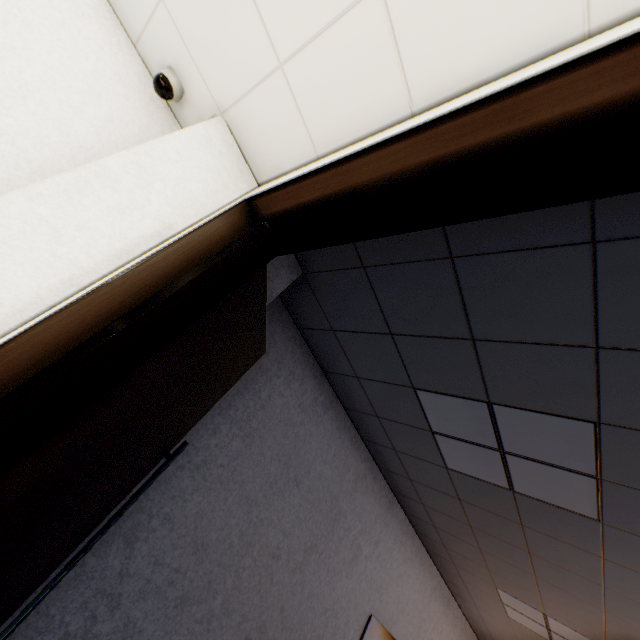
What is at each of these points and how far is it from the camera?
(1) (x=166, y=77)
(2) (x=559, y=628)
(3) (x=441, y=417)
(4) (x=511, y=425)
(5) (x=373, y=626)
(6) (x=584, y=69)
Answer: (1) security camera, 1.7m
(2) light, 3.6m
(3) light, 2.3m
(4) light, 2.0m
(5) picture, 3.6m
(6) door, 0.5m

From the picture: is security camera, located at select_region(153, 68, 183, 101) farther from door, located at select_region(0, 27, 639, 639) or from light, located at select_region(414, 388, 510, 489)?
light, located at select_region(414, 388, 510, 489)

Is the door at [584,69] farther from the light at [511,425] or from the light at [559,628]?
the light at [559,628]

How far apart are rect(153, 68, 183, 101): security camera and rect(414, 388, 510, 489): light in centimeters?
232cm

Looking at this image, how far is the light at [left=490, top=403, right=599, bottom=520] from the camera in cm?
174

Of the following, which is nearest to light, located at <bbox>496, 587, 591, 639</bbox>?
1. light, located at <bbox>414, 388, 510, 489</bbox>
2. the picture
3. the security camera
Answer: the picture

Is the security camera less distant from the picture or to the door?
the door

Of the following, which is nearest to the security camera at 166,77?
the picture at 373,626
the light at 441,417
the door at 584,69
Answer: the door at 584,69
